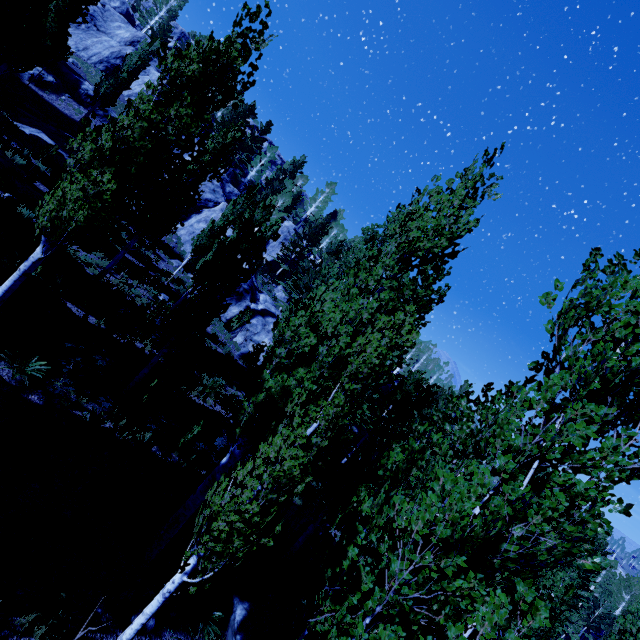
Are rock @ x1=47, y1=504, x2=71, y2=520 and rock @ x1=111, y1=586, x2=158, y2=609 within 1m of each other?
no

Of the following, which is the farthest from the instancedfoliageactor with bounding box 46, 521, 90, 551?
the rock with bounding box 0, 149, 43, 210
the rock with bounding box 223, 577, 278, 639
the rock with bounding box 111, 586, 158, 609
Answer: the rock with bounding box 111, 586, 158, 609

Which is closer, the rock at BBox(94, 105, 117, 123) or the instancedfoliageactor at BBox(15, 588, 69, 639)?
the instancedfoliageactor at BBox(15, 588, 69, 639)

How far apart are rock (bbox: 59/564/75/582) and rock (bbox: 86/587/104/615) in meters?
0.4

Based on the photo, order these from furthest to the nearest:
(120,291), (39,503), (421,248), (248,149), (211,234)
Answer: (248,149) < (211,234) < (120,291) < (421,248) < (39,503)

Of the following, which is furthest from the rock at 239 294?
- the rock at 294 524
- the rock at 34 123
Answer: the rock at 294 524

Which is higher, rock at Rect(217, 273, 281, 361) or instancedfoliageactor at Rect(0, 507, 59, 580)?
rock at Rect(217, 273, 281, 361)

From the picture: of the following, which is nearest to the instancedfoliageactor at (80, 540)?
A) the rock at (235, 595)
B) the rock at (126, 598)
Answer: the rock at (235, 595)
